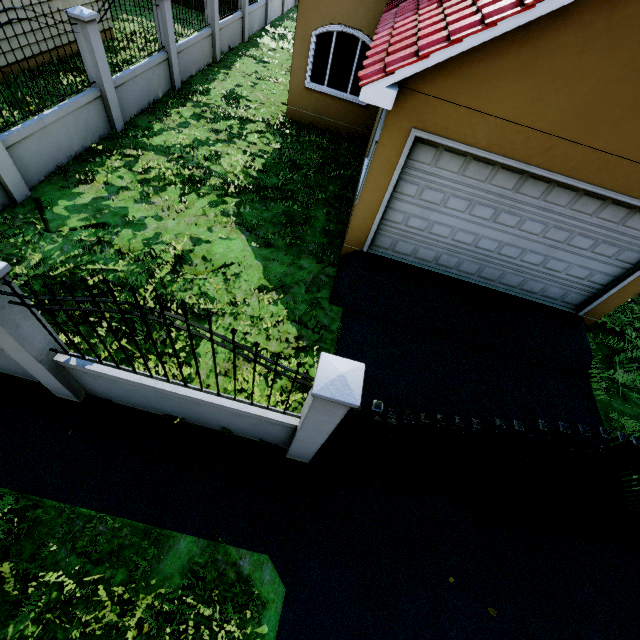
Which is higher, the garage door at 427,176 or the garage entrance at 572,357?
the garage door at 427,176

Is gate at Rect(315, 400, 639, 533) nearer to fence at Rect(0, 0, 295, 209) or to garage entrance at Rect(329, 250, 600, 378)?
fence at Rect(0, 0, 295, 209)

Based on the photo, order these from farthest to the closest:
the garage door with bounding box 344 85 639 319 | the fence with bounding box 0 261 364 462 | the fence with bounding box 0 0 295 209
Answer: the fence with bounding box 0 0 295 209, the garage door with bounding box 344 85 639 319, the fence with bounding box 0 261 364 462

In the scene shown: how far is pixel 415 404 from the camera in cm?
560

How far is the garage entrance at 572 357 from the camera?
6.61m

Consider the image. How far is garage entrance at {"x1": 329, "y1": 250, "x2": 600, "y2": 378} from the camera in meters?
6.6

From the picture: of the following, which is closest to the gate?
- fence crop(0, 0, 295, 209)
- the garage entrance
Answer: fence crop(0, 0, 295, 209)

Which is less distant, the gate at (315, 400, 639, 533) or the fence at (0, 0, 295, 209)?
the gate at (315, 400, 639, 533)
